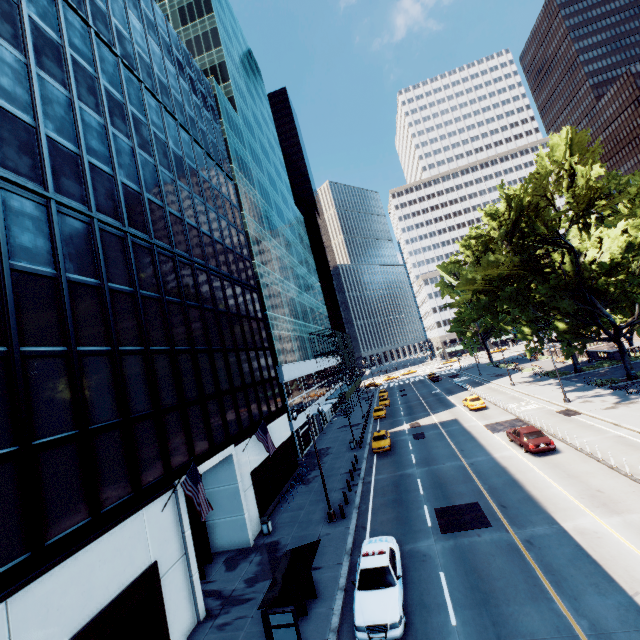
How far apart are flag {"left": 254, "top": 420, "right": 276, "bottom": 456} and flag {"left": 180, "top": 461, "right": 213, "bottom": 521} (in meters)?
7.97

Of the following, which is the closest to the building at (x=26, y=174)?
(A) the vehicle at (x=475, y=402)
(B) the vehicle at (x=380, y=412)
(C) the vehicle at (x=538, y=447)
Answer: (B) the vehicle at (x=380, y=412)

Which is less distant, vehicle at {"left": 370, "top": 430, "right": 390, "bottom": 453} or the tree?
the tree

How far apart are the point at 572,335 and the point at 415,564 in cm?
3653

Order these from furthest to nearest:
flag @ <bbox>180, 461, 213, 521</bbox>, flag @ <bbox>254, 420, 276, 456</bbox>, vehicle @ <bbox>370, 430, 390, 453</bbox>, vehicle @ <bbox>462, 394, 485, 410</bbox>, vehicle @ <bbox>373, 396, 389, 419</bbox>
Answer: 1. vehicle @ <bbox>373, 396, 389, 419</bbox>
2. vehicle @ <bbox>462, 394, 485, 410</bbox>
3. vehicle @ <bbox>370, 430, 390, 453</bbox>
4. flag @ <bbox>254, 420, 276, 456</bbox>
5. flag @ <bbox>180, 461, 213, 521</bbox>

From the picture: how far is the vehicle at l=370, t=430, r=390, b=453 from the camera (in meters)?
31.74

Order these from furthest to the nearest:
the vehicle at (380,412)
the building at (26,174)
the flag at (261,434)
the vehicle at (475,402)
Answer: the vehicle at (380,412)
the vehicle at (475,402)
the flag at (261,434)
the building at (26,174)

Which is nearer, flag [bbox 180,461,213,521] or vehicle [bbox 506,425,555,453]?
flag [bbox 180,461,213,521]
